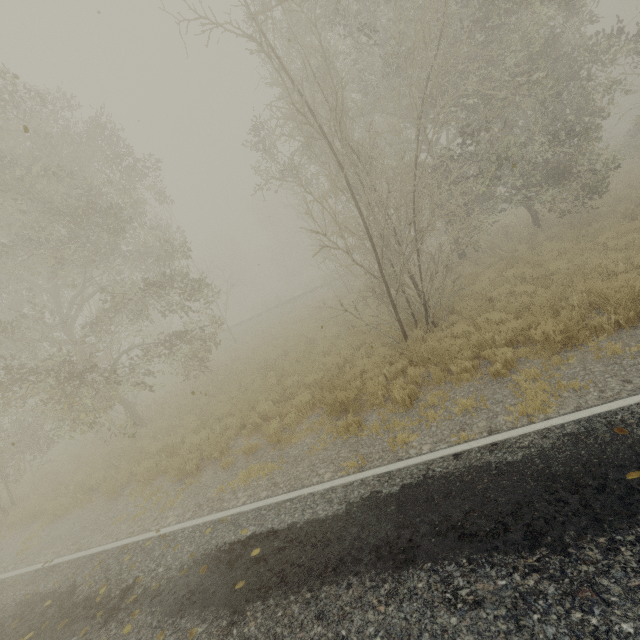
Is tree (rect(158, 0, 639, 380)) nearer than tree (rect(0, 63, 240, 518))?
Yes

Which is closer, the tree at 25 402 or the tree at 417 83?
the tree at 417 83

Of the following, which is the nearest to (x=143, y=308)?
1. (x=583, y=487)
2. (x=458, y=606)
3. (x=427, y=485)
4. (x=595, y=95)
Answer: (x=427, y=485)
